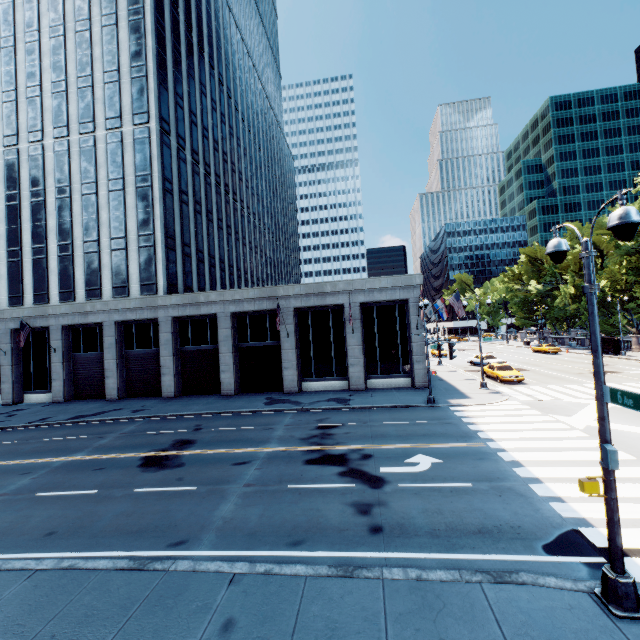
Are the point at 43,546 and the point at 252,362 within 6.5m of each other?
no

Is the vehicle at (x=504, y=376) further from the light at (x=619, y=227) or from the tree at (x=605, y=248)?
the light at (x=619, y=227)

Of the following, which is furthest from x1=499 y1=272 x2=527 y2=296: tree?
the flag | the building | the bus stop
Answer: the building

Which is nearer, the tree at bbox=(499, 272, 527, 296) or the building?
the building

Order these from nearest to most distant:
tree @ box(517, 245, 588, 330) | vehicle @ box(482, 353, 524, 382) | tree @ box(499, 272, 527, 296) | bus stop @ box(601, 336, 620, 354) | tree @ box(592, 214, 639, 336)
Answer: vehicle @ box(482, 353, 524, 382) → tree @ box(592, 214, 639, 336) → bus stop @ box(601, 336, 620, 354) → tree @ box(517, 245, 588, 330) → tree @ box(499, 272, 527, 296)

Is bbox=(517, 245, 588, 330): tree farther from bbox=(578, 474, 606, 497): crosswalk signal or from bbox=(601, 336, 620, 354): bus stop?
bbox=(578, 474, 606, 497): crosswalk signal

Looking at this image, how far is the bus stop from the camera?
40.6m

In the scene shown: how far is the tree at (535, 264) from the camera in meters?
48.6 m
